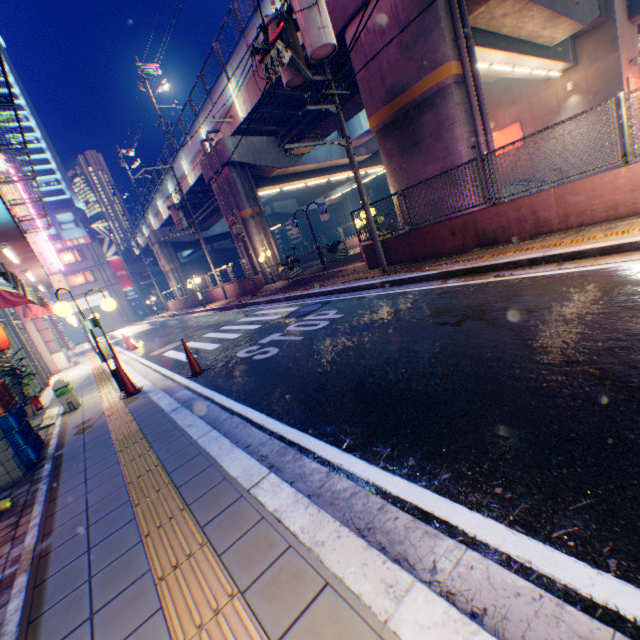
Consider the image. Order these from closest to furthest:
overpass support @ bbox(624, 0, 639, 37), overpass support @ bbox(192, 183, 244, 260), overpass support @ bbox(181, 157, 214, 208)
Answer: overpass support @ bbox(624, 0, 639, 37), overpass support @ bbox(181, 157, 214, 208), overpass support @ bbox(192, 183, 244, 260)

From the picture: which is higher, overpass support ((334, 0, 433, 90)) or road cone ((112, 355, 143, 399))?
overpass support ((334, 0, 433, 90))

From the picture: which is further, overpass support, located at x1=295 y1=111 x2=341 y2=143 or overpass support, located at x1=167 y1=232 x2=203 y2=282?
overpass support, located at x1=167 y1=232 x2=203 y2=282

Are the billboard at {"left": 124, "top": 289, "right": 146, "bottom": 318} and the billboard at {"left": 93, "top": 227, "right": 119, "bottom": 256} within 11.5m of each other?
yes

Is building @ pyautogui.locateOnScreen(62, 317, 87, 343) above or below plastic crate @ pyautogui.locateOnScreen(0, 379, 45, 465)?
above

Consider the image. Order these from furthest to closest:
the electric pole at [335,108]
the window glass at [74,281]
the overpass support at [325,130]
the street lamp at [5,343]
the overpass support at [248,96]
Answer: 1. the window glass at [74,281]
2. the overpass support at [325,130]
3. the overpass support at [248,96]
4. the electric pole at [335,108]
5. the street lamp at [5,343]

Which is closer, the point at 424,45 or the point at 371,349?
the point at 371,349

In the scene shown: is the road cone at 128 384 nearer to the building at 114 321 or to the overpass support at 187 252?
the overpass support at 187 252
